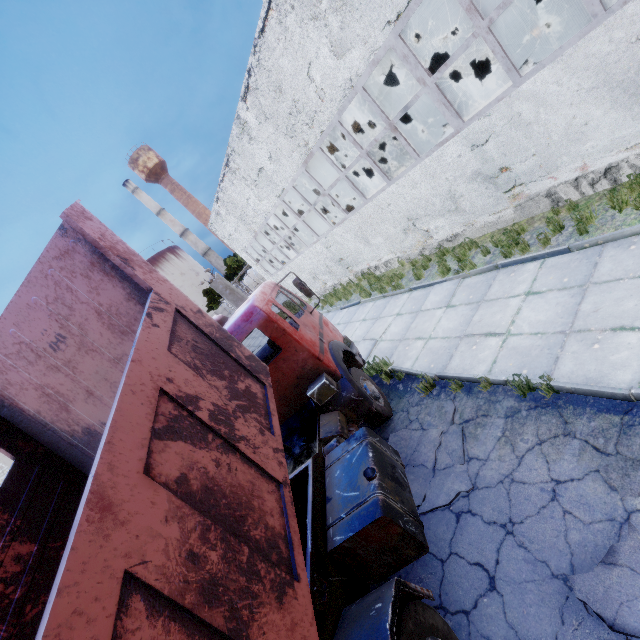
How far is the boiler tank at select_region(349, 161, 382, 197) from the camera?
18.41m

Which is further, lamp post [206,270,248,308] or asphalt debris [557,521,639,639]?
lamp post [206,270,248,308]

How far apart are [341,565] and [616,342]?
4.49m

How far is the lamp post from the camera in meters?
8.0

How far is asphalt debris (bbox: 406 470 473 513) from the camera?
4.46m

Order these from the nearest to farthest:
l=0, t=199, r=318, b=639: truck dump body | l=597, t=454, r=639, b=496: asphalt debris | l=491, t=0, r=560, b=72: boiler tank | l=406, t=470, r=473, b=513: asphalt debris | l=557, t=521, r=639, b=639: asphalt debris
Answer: l=0, t=199, r=318, b=639: truck dump body → l=557, t=521, r=639, b=639: asphalt debris → l=597, t=454, r=639, b=496: asphalt debris → l=406, t=470, r=473, b=513: asphalt debris → l=491, t=0, r=560, b=72: boiler tank

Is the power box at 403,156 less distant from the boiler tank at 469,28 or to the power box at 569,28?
the boiler tank at 469,28

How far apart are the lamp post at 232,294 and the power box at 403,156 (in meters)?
12.63
